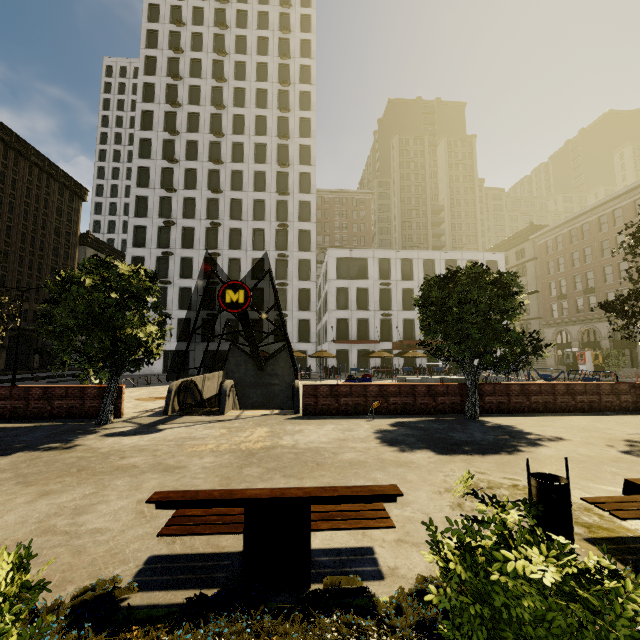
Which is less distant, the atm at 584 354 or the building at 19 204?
the atm at 584 354

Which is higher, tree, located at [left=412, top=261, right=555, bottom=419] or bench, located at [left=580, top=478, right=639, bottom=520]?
tree, located at [left=412, top=261, right=555, bottom=419]

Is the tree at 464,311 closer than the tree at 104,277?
No

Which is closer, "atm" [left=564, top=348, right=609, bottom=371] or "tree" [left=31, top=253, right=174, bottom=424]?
"tree" [left=31, top=253, right=174, bottom=424]

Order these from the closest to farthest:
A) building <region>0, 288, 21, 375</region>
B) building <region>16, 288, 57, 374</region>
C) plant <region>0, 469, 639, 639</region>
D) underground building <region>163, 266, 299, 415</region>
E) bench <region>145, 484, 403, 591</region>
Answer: plant <region>0, 469, 639, 639</region> < bench <region>145, 484, 403, 591</region> < underground building <region>163, 266, 299, 415</region> < building <region>0, 288, 21, 375</region> < building <region>16, 288, 57, 374</region>

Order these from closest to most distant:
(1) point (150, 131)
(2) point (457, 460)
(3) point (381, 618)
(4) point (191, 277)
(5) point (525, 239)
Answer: (3) point (381, 618)
(2) point (457, 460)
(4) point (191, 277)
(1) point (150, 131)
(5) point (525, 239)

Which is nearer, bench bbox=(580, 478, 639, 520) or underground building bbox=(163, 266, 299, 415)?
bench bbox=(580, 478, 639, 520)

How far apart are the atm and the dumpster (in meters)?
43.84
